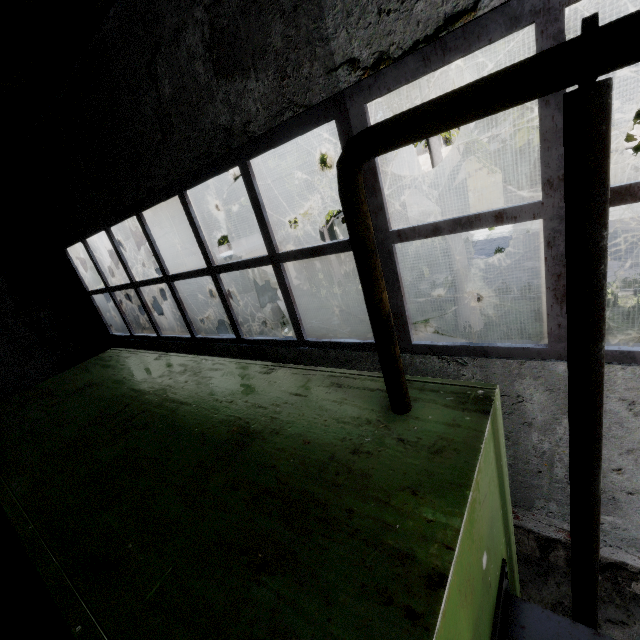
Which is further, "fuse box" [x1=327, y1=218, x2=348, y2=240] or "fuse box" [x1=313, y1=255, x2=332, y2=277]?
"fuse box" [x1=313, y1=255, x2=332, y2=277]

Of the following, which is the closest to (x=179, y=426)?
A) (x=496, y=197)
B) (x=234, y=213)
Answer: (x=234, y=213)

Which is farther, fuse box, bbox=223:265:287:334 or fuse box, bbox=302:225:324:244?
fuse box, bbox=302:225:324:244

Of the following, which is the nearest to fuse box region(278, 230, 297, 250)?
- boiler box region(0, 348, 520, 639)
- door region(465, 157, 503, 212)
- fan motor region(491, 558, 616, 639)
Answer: boiler box region(0, 348, 520, 639)

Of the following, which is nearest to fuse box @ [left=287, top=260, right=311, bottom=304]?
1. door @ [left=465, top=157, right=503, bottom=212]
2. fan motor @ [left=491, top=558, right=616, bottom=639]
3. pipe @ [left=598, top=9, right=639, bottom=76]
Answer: pipe @ [left=598, top=9, right=639, bottom=76]

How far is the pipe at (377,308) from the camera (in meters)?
1.01

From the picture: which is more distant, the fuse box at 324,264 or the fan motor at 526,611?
the fuse box at 324,264

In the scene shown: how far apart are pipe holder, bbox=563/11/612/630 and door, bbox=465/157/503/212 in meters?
22.1
